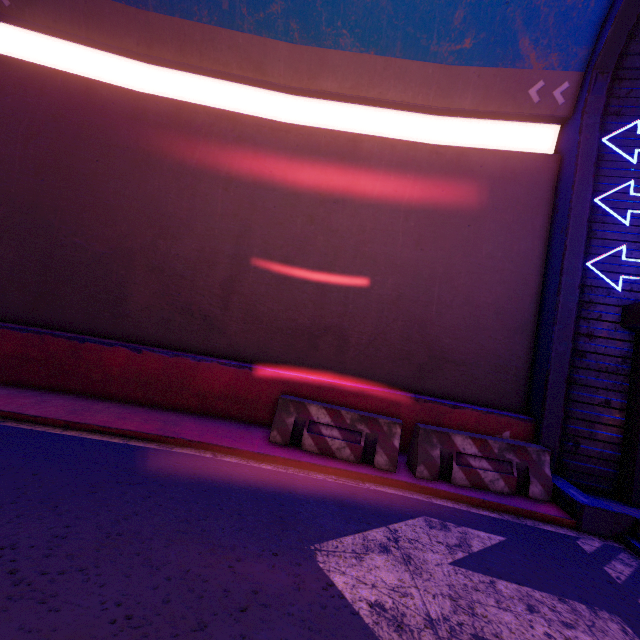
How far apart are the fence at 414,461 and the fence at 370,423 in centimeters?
22cm

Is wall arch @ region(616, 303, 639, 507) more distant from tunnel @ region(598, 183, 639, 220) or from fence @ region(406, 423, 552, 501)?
fence @ region(406, 423, 552, 501)

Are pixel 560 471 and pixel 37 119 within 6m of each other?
no

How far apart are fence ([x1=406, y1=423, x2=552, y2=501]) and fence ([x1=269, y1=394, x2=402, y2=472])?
0.2 meters

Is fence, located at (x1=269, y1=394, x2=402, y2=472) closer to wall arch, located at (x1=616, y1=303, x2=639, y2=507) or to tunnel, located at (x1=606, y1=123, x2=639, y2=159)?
tunnel, located at (x1=606, y1=123, x2=639, y2=159)

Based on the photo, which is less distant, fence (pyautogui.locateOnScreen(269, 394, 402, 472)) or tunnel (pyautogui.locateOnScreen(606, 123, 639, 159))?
fence (pyautogui.locateOnScreen(269, 394, 402, 472))

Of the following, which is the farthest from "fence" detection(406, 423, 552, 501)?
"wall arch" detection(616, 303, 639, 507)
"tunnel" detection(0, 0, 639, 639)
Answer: "wall arch" detection(616, 303, 639, 507)

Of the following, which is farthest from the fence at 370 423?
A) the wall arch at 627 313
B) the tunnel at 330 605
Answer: the wall arch at 627 313
